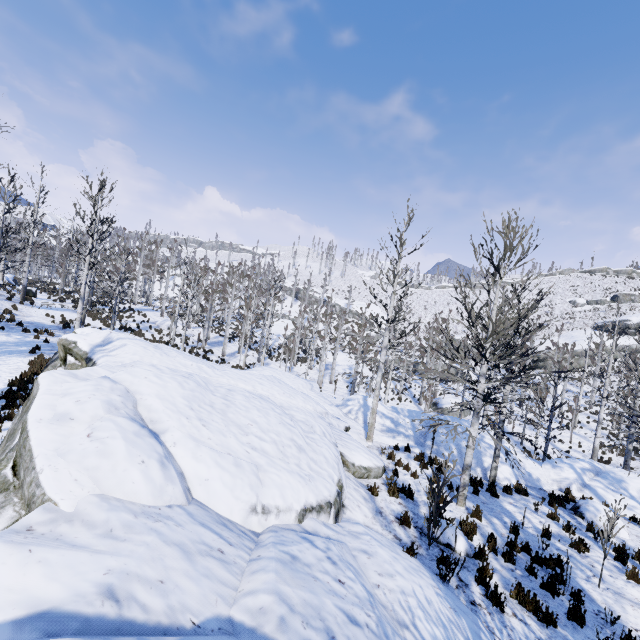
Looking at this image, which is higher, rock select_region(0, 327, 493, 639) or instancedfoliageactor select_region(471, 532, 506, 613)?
rock select_region(0, 327, 493, 639)

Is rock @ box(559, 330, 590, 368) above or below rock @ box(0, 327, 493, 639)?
above

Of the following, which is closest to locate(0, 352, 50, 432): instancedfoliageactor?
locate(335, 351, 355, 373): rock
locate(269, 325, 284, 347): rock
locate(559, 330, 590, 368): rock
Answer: A: locate(269, 325, 284, 347): rock

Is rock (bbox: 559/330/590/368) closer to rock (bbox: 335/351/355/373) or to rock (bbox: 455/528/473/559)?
rock (bbox: 335/351/355/373)

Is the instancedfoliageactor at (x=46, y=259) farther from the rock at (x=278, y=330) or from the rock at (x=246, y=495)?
the rock at (x=278, y=330)

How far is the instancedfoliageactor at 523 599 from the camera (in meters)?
5.50

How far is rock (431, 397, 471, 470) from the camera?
13.7 meters

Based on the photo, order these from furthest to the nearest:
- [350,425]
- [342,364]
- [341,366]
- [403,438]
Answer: [342,364], [341,366], [403,438], [350,425]
